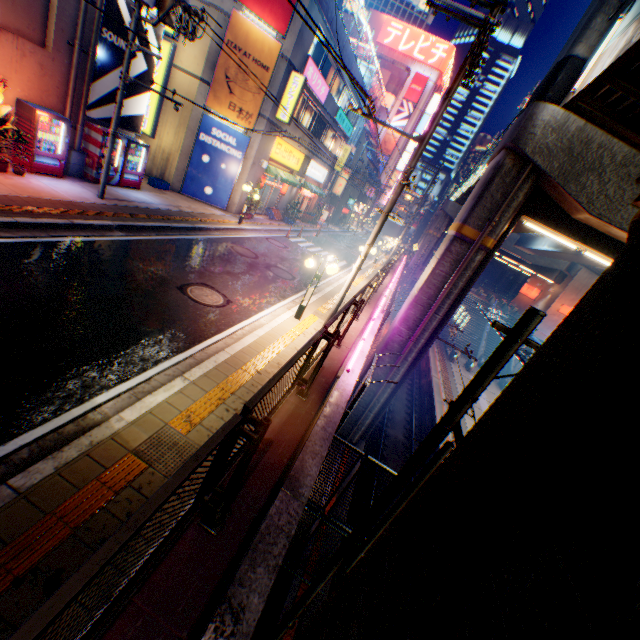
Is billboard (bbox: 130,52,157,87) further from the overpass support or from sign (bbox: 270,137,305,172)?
the overpass support

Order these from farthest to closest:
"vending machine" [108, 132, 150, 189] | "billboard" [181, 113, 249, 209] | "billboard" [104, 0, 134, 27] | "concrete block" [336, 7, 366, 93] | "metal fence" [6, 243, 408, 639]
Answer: "concrete block" [336, 7, 366, 93] → "billboard" [181, 113, 249, 209] → "vending machine" [108, 132, 150, 189] → "billboard" [104, 0, 134, 27] → "metal fence" [6, 243, 408, 639]

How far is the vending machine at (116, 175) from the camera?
13.4m

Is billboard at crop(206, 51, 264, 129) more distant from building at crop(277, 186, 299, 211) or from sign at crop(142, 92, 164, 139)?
sign at crop(142, 92, 164, 139)

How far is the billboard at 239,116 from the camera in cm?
1617

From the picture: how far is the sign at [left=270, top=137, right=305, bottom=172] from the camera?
20.94m

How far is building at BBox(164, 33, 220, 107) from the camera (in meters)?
15.73

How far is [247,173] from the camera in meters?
19.3
